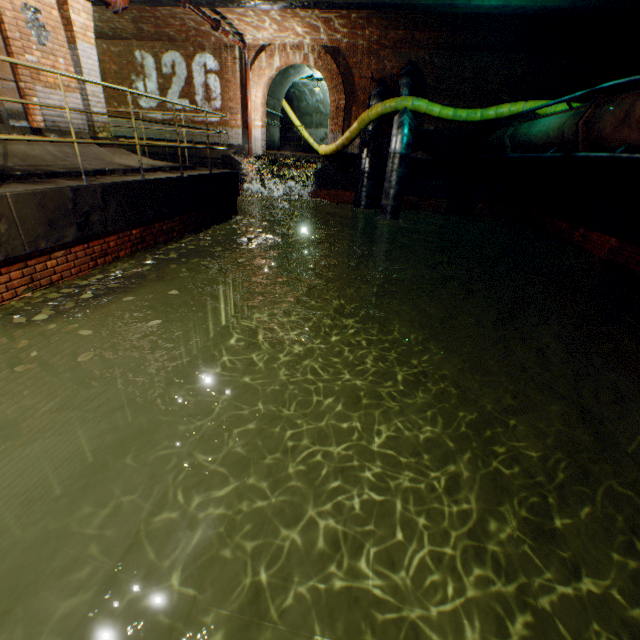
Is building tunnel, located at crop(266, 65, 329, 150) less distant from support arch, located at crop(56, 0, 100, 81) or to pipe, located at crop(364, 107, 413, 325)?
pipe, located at crop(364, 107, 413, 325)

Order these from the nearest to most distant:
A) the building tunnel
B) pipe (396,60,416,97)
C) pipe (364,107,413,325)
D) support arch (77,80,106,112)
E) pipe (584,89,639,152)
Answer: pipe (584,89,639,152)
support arch (77,80,106,112)
pipe (364,107,413,325)
pipe (396,60,416,97)
the building tunnel

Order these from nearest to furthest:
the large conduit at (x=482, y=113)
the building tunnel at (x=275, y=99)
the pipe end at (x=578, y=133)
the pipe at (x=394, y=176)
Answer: the pipe end at (x=578, y=133)
the pipe at (x=394, y=176)
the large conduit at (x=482, y=113)
the building tunnel at (x=275, y=99)

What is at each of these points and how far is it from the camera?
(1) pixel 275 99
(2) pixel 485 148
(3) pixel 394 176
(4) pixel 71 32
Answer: (1) building tunnel, 17.72m
(2) pipe, 12.25m
(3) pipe, 10.07m
(4) support arch, 6.16m

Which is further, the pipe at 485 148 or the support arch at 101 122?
the pipe at 485 148

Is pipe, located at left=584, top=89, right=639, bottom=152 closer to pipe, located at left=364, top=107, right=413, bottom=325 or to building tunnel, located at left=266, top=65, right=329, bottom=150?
pipe, located at left=364, top=107, right=413, bottom=325

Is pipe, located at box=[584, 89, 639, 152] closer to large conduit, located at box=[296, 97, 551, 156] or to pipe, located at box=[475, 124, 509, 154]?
large conduit, located at box=[296, 97, 551, 156]

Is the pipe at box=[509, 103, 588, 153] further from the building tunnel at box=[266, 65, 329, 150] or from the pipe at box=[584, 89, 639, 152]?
the building tunnel at box=[266, 65, 329, 150]
